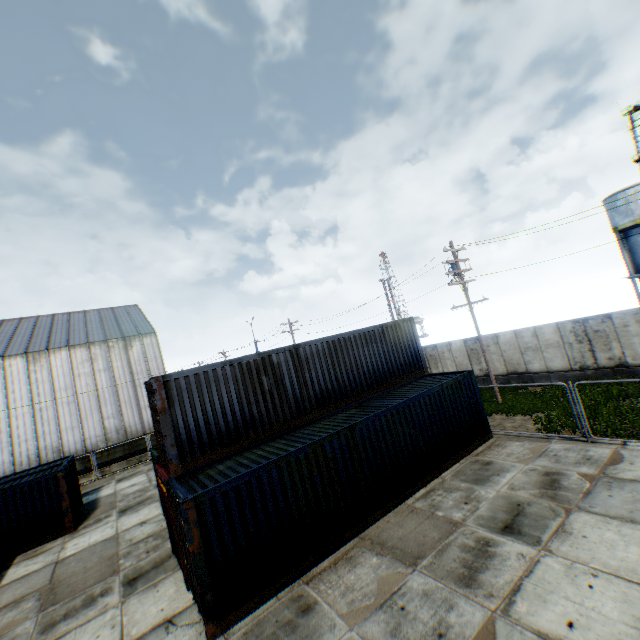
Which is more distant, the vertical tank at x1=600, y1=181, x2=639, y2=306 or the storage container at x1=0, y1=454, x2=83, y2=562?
the vertical tank at x1=600, y1=181, x2=639, y2=306

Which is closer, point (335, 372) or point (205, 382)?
point (205, 382)

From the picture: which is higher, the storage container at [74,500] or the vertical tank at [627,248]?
the vertical tank at [627,248]

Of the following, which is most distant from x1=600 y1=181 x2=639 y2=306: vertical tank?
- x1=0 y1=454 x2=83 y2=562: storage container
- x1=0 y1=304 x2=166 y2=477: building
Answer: x1=0 y1=454 x2=83 y2=562: storage container

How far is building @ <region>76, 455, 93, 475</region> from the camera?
25.8 meters

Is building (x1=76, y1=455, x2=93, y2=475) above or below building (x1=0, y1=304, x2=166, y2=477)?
below

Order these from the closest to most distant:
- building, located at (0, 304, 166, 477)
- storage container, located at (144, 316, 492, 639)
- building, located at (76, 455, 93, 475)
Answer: storage container, located at (144, 316, 492, 639) → building, located at (0, 304, 166, 477) → building, located at (76, 455, 93, 475)

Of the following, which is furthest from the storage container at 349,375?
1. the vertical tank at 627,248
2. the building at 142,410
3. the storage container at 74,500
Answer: the vertical tank at 627,248
